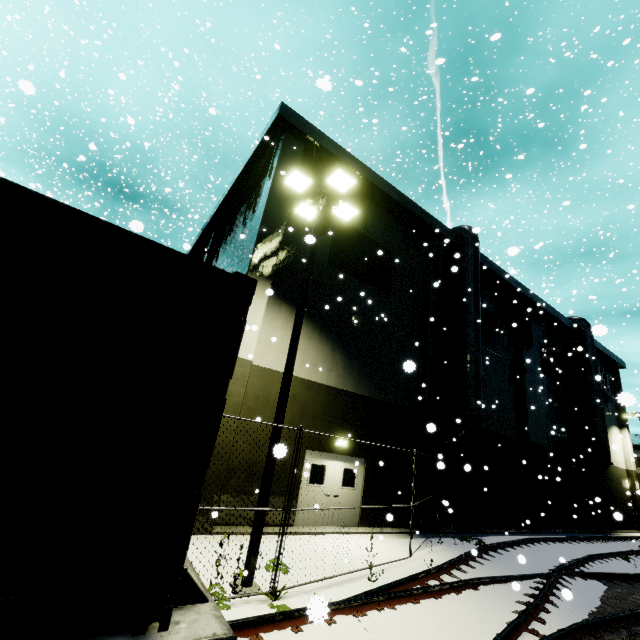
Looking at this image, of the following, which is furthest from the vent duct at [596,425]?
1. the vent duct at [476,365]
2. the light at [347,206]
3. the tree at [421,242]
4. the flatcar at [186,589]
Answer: the flatcar at [186,589]

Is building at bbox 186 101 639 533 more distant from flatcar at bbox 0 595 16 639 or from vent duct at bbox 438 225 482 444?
flatcar at bbox 0 595 16 639

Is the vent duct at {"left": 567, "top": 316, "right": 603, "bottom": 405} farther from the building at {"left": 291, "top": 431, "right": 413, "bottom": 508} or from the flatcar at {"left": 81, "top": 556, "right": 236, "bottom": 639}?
the flatcar at {"left": 81, "top": 556, "right": 236, "bottom": 639}

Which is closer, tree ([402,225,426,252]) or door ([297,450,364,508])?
door ([297,450,364,508])

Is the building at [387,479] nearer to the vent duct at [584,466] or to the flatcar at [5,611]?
the vent duct at [584,466]

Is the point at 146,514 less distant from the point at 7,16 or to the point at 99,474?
the point at 99,474

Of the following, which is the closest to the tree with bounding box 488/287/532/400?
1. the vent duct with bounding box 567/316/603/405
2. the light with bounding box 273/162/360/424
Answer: the vent duct with bounding box 567/316/603/405

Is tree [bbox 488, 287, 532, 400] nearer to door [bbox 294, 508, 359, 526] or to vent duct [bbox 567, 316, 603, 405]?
vent duct [bbox 567, 316, 603, 405]
